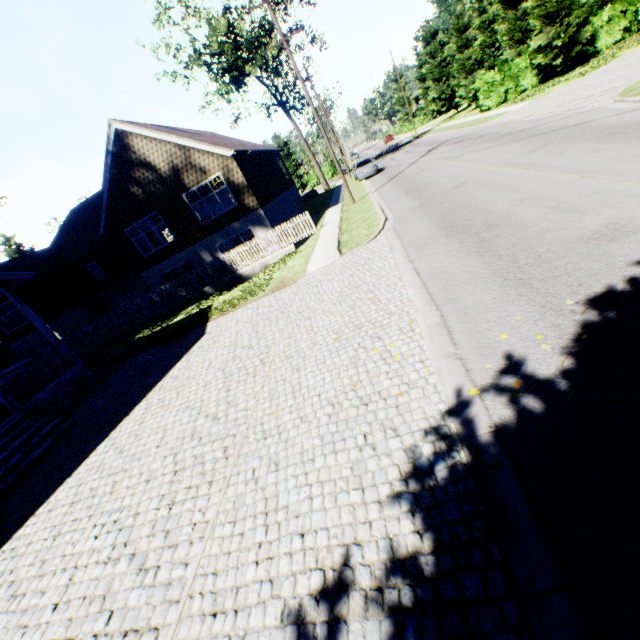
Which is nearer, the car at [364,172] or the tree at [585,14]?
the tree at [585,14]

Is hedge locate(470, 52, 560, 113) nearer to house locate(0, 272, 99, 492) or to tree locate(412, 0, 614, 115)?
tree locate(412, 0, 614, 115)

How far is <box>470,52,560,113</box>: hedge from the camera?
27.5m

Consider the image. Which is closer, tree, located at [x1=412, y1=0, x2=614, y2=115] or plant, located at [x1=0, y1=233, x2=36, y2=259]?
tree, located at [x1=412, y1=0, x2=614, y2=115]

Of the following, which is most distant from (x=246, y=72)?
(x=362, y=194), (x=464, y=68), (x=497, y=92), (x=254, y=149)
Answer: (x=464, y=68)

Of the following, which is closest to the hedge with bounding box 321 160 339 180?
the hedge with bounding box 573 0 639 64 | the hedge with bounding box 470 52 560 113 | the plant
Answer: the hedge with bounding box 470 52 560 113

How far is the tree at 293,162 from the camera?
55.2m

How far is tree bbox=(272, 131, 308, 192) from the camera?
55.16m
